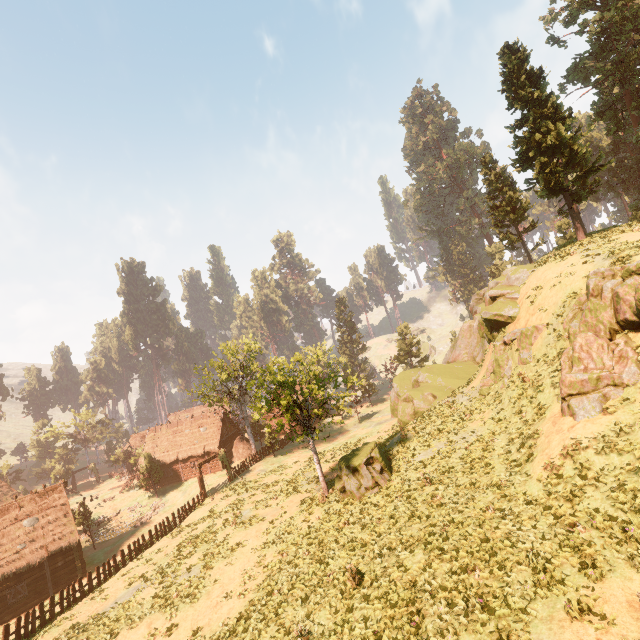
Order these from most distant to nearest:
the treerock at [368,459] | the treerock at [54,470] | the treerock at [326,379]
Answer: the treerock at [54,470] < the treerock at [326,379] < the treerock at [368,459]

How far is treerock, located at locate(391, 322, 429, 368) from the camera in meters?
57.4 m

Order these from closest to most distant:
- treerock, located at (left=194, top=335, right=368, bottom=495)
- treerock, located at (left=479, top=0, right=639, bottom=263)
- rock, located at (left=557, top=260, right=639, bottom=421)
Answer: rock, located at (left=557, top=260, right=639, bottom=421), treerock, located at (left=194, top=335, right=368, bottom=495), treerock, located at (left=479, top=0, right=639, bottom=263)

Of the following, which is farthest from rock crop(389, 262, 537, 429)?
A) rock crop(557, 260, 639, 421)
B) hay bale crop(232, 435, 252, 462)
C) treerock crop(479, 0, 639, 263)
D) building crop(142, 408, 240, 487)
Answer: building crop(142, 408, 240, 487)

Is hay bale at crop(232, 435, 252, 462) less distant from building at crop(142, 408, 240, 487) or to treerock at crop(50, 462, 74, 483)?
building at crop(142, 408, 240, 487)

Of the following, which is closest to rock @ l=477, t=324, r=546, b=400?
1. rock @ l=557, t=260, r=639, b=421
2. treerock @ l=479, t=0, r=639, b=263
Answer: rock @ l=557, t=260, r=639, b=421

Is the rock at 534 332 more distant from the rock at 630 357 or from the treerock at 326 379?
the treerock at 326 379

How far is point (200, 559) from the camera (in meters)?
21.14
